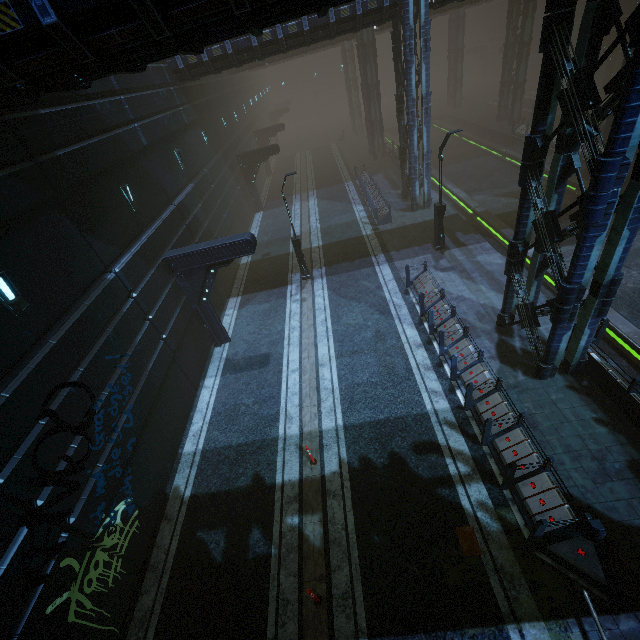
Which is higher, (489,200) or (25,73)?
(25,73)

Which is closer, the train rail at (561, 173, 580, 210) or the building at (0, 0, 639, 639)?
the building at (0, 0, 639, 639)

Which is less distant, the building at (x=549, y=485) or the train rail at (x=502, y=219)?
the building at (x=549, y=485)

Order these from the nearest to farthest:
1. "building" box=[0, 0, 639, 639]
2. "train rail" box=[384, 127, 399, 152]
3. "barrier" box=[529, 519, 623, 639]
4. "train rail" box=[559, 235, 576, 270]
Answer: "building" box=[0, 0, 639, 639]
"barrier" box=[529, 519, 623, 639]
"train rail" box=[559, 235, 576, 270]
"train rail" box=[384, 127, 399, 152]

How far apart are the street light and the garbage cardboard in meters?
13.4

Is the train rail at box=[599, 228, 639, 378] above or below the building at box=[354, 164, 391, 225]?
below

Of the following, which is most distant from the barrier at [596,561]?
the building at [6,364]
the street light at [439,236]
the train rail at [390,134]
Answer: the train rail at [390,134]

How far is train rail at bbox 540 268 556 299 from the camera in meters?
14.4 m
